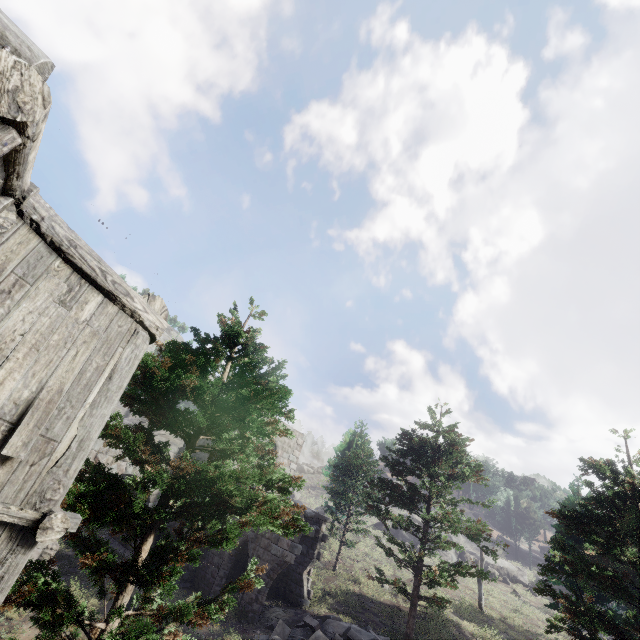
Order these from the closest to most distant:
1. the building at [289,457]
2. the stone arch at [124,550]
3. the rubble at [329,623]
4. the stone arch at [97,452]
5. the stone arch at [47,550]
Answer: the rubble at [329,623]
the stone arch at [47,550]
the stone arch at [97,452]
the stone arch at [124,550]
the building at [289,457]

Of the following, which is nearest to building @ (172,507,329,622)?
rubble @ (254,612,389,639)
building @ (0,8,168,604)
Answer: rubble @ (254,612,389,639)

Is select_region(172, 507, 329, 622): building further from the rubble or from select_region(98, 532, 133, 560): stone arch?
the rubble

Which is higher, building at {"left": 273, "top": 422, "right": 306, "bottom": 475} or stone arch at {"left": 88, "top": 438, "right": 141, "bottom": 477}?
building at {"left": 273, "top": 422, "right": 306, "bottom": 475}

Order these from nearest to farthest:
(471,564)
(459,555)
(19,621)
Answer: (19,621)
(471,564)
(459,555)

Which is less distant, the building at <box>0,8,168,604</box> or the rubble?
the building at <box>0,8,168,604</box>

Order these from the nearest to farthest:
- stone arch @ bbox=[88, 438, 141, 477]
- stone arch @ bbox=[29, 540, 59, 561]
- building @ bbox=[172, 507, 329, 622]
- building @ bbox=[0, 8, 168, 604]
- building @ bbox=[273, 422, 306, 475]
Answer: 1. building @ bbox=[0, 8, 168, 604]
2. stone arch @ bbox=[29, 540, 59, 561]
3. building @ bbox=[172, 507, 329, 622]
4. stone arch @ bbox=[88, 438, 141, 477]
5. building @ bbox=[273, 422, 306, 475]

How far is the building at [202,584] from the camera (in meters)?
14.58
